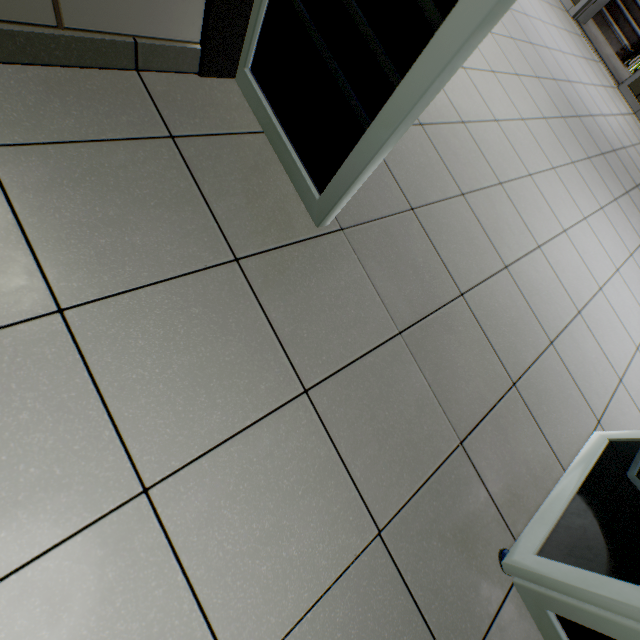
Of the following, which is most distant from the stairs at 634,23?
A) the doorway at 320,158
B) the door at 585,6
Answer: the doorway at 320,158

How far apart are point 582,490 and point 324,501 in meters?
1.2

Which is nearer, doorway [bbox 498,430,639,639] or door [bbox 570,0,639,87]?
doorway [bbox 498,430,639,639]

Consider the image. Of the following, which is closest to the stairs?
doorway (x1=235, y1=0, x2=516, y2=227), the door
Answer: the door

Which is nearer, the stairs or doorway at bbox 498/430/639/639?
doorway at bbox 498/430/639/639

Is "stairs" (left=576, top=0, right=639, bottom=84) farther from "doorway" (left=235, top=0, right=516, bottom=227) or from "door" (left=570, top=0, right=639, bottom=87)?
"doorway" (left=235, top=0, right=516, bottom=227)

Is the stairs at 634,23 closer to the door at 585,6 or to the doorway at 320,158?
the door at 585,6
